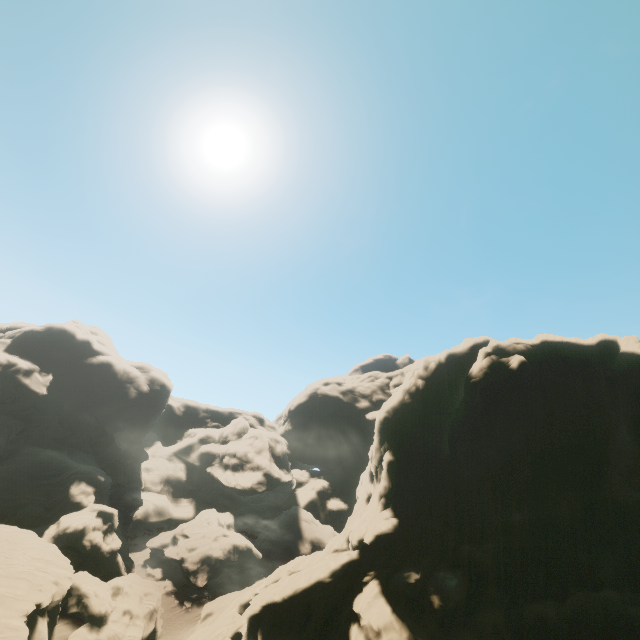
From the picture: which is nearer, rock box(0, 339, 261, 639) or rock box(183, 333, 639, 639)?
rock box(183, 333, 639, 639)

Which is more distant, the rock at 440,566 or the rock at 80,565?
the rock at 80,565

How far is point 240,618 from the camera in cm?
3219
